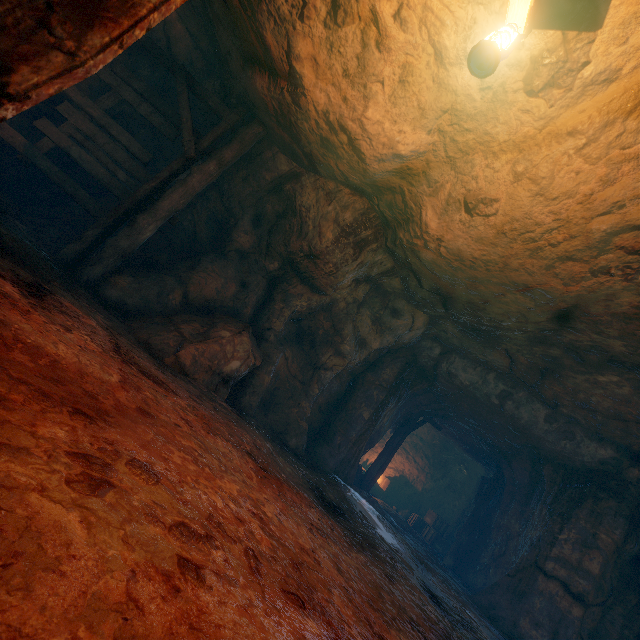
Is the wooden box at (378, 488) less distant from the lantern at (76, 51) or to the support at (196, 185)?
the support at (196, 185)

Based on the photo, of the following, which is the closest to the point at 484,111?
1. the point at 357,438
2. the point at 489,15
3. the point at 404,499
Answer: the point at 489,15

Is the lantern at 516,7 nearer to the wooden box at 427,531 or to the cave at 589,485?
the cave at 589,485

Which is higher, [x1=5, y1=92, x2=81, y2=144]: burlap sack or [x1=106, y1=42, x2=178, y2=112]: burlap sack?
[x1=106, y1=42, x2=178, y2=112]: burlap sack

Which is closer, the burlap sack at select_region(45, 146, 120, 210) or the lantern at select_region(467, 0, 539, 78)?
the lantern at select_region(467, 0, 539, 78)

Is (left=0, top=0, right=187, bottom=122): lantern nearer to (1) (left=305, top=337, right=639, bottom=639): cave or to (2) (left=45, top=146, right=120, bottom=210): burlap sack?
(2) (left=45, top=146, right=120, bottom=210): burlap sack

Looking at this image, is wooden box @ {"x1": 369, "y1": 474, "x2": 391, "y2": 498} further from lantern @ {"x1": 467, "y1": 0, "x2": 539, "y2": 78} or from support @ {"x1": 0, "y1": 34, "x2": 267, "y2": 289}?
lantern @ {"x1": 467, "y1": 0, "x2": 539, "y2": 78}

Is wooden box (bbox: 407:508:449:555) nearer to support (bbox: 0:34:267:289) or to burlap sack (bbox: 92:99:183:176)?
burlap sack (bbox: 92:99:183:176)
